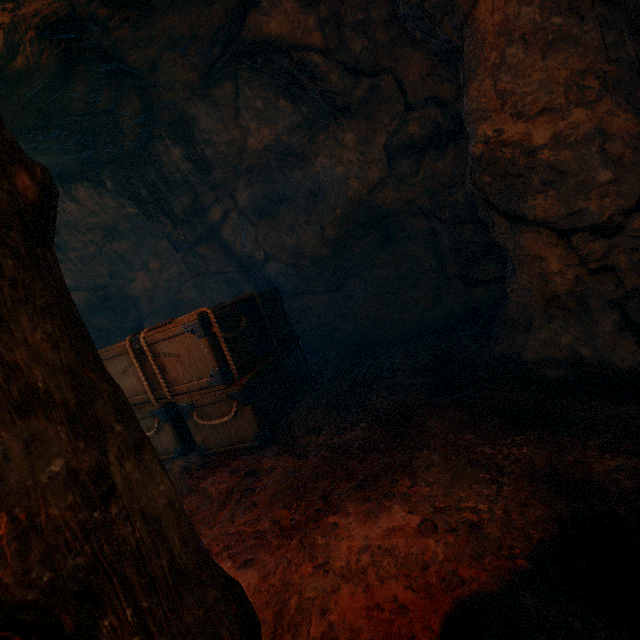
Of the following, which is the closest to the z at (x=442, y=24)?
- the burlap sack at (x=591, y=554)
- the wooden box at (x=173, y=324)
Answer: the burlap sack at (x=591, y=554)

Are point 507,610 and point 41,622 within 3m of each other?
yes

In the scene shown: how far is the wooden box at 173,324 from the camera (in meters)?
3.69

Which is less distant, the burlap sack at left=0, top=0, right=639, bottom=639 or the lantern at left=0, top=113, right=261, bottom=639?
the lantern at left=0, top=113, right=261, bottom=639

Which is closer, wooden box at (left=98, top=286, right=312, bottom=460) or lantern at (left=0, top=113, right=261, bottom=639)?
lantern at (left=0, top=113, right=261, bottom=639)

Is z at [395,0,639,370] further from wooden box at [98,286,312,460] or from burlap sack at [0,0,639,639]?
wooden box at [98,286,312,460]

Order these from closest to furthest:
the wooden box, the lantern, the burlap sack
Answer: the lantern → the burlap sack → the wooden box

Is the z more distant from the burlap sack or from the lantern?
the lantern
